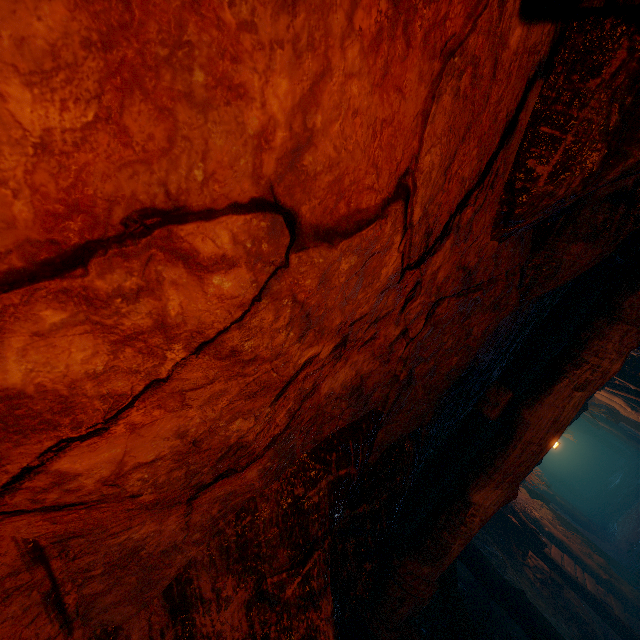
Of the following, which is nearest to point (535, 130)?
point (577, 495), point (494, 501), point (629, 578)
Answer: point (494, 501)
